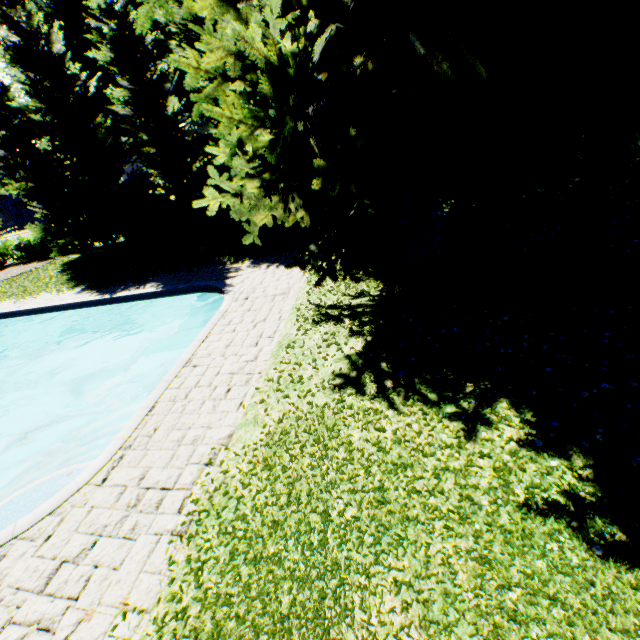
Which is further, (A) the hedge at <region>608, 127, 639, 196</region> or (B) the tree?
(B) the tree

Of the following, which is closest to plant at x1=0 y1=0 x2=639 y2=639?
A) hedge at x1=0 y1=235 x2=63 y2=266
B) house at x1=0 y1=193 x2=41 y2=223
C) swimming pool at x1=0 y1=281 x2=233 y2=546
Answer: house at x1=0 y1=193 x2=41 y2=223

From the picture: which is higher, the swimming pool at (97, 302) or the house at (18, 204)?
the house at (18, 204)

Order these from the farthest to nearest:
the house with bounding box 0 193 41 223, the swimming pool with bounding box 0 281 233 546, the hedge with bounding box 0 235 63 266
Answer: the house with bounding box 0 193 41 223 < the hedge with bounding box 0 235 63 266 < the swimming pool with bounding box 0 281 233 546

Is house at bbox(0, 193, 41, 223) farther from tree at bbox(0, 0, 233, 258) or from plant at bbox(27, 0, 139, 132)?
tree at bbox(0, 0, 233, 258)

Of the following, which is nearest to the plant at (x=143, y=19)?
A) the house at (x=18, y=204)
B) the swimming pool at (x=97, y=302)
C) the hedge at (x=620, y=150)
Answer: the house at (x=18, y=204)

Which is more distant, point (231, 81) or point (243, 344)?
point (243, 344)

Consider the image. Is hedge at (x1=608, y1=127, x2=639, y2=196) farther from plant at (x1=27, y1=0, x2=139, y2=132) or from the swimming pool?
the swimming pool
